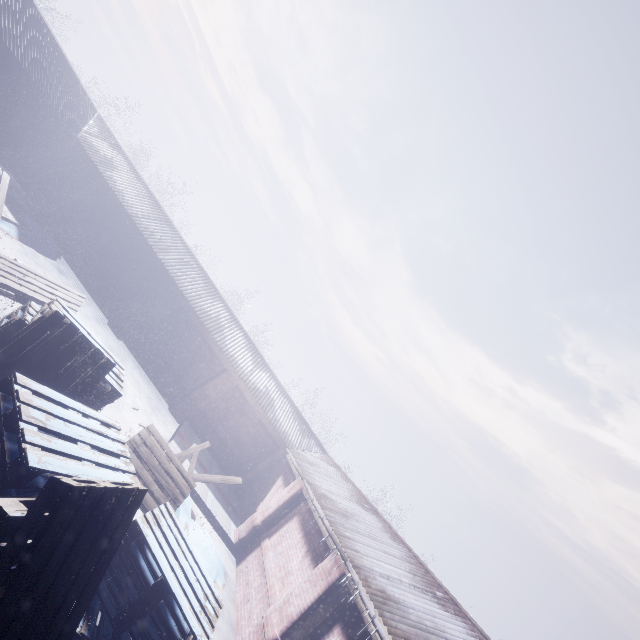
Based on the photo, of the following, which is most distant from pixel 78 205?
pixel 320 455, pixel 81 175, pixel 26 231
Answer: pixel 320 455
